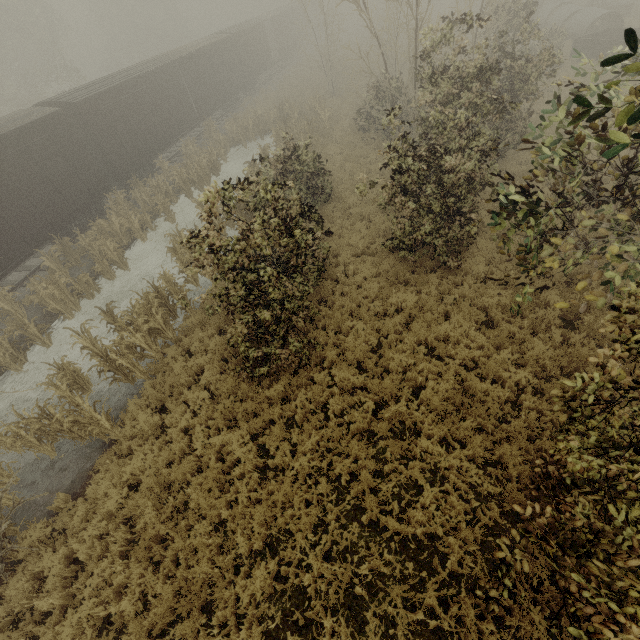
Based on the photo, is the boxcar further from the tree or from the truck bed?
the truck bed

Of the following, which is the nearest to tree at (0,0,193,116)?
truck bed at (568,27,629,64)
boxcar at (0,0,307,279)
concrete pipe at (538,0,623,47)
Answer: boxcar at (0,0,307,279)

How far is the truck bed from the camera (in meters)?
20.00

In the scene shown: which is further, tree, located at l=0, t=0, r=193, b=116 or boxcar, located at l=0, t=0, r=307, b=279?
tree, located at l=0, t=0, r=193, b=116

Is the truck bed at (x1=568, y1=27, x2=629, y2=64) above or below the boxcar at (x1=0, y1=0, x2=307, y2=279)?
below

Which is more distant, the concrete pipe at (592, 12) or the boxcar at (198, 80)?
the concrete pipe at (592, 12)

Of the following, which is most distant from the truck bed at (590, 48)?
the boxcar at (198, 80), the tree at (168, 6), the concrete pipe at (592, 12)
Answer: the tree at (168, 6)

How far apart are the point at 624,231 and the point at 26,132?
19.5m
